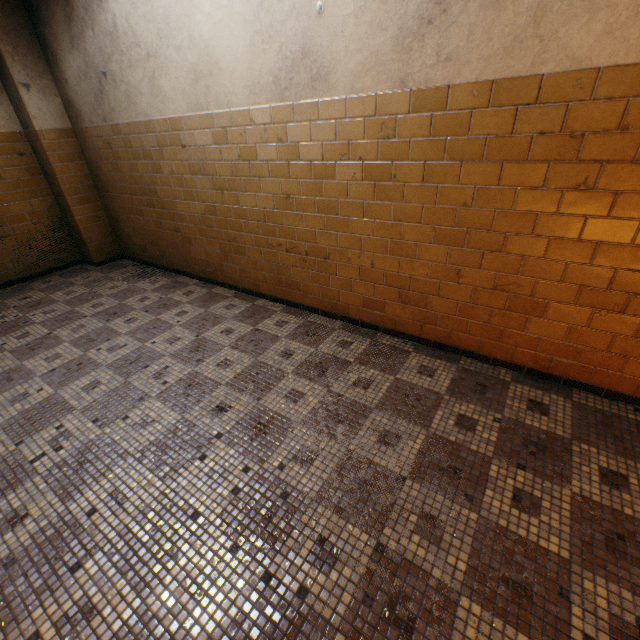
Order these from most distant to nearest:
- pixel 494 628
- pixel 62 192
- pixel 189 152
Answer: pixel 62 192 → pixel 189 152 → pixel 494 628
